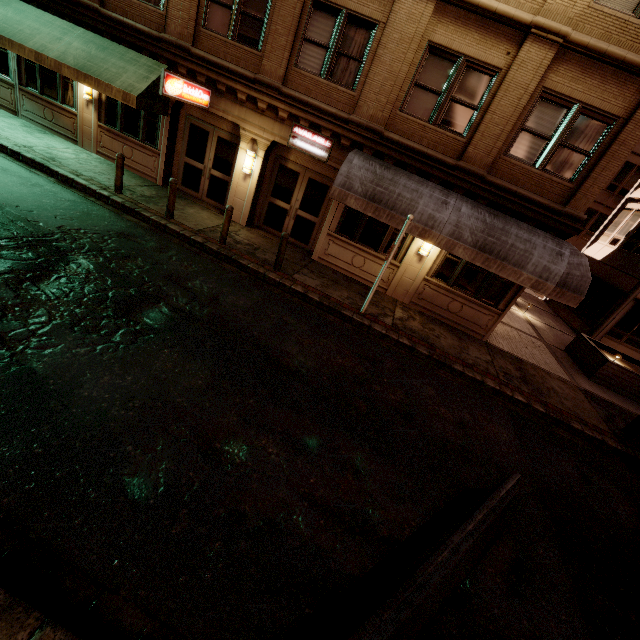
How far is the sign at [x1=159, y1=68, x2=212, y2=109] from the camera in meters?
9.1 m

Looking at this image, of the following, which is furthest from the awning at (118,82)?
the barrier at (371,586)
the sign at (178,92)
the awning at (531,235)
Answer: the barrier at (371,586)

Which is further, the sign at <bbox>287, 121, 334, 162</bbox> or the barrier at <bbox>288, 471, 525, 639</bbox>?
the sign at <bbox>287, 121, 334, 162</bbox>

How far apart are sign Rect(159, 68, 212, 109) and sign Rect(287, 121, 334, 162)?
3.08m

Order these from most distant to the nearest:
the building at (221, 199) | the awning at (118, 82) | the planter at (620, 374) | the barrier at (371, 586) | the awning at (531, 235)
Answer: the planter at (620, 374), the awning at (118, 82), the awning at (531, 235), the building at (221, 199), the barrier at (371, 586)

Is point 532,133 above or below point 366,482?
above

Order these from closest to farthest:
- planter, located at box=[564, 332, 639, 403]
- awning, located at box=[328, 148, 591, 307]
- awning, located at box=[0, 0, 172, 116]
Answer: awning, located at box=[328, 148, 591, 307] → awning, located at box=[0, 0, 172, 116] → planter, located at box=[564, 332, 639, 403]

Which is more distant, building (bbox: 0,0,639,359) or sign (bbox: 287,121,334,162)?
sign (bbox: 287,121,334,162)
